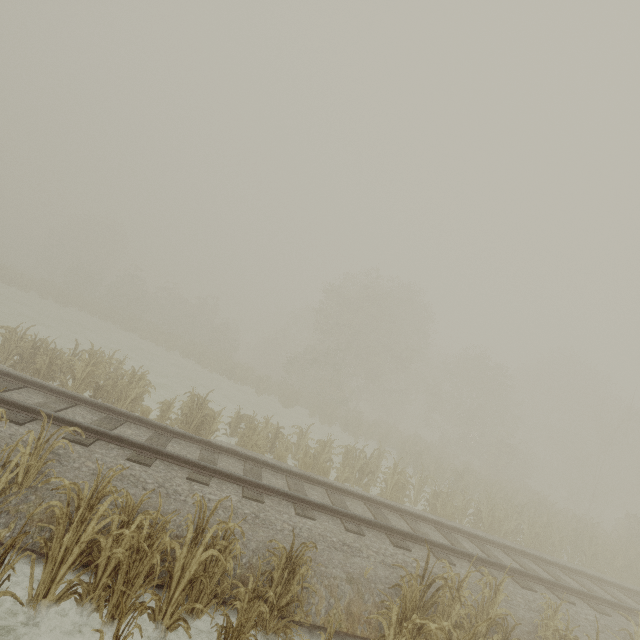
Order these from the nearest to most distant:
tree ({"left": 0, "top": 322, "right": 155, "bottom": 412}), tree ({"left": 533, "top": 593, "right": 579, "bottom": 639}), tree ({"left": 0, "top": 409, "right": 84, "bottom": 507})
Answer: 1. tree ({"left": 0, "top": 409, "right": 84, "bottom": 507})
2. tree ({"left": 533, "top": 593, "right": 579, "bottom": 639})
3. tree ({"left": 0, "top": 322, "right": 155, "bottom": 412})

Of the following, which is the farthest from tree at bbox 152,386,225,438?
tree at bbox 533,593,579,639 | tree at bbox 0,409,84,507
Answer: tree at bbox 533,593,579,639

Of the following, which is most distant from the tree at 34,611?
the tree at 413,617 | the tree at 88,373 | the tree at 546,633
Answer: the tree at 88,373

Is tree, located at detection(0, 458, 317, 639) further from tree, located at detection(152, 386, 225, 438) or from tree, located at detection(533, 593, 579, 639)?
tree, located at detection(152, 386, 225, 438)

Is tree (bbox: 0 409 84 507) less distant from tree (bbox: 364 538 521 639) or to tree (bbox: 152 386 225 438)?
tree (bbox: 364 538 521 639)

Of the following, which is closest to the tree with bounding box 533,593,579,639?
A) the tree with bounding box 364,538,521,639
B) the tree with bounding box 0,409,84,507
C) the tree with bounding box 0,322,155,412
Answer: the tree with bounding box 364,538,521,639

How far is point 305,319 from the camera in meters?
45.2 m

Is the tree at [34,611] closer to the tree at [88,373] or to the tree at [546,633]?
the tree at [546,633]
